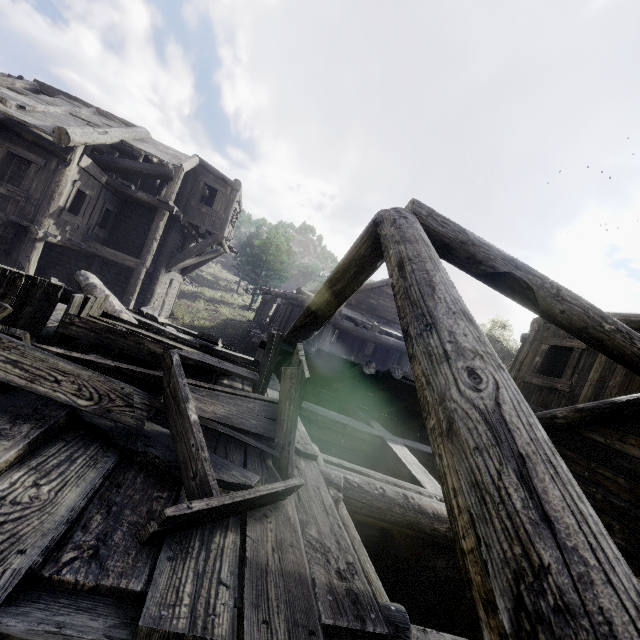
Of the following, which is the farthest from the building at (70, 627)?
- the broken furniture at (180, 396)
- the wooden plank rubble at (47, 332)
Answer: the broken furniture at (180, 396)

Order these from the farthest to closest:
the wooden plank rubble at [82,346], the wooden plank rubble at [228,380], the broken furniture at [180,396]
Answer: the wooden plank rubble at [228,380] → the wooden plank rubble at [82,346] → the broken furniture at [180,396]

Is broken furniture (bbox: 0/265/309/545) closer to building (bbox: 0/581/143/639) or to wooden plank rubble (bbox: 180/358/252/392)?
wooden plank rubble (bbox: 180/358/252/392)

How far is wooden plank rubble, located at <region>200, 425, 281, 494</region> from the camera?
2.1 meters

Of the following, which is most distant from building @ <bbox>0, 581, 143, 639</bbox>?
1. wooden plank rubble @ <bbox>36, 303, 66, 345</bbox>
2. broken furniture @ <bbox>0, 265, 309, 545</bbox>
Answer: broken furniture @ <bbox>0, 265, 309, 545</bbox>

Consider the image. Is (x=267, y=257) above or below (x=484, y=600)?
above
